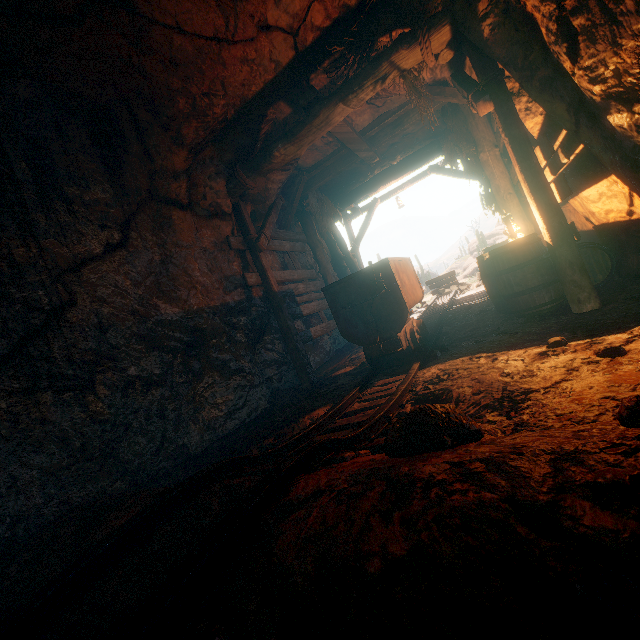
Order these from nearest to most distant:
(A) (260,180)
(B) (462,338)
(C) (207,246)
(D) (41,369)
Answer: (D) (41,369) < (B) (462,338) < (C) (207,246) < (A) (260,180)

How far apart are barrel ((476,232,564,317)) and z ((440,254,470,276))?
37.1m

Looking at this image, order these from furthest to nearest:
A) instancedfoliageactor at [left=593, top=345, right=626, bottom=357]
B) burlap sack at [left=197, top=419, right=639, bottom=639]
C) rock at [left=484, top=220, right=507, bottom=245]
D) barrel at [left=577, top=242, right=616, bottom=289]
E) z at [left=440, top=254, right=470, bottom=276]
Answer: z at [left=440, top=254, right=470, bottom=276]
rock at [left=484, top=220, right=507, bottom=245]
barrel at [left=577, top=242, right=616, bottom=289]
instancedfoliageactor at [left=593, top=345, right=626, bottom=357]
burlap sack at [left=197, top=419, right=639, bottom=639]

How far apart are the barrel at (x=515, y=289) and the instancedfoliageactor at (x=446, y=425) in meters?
3.5

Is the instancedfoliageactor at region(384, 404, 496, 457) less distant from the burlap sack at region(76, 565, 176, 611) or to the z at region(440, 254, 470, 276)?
the burlap sack at region(76, 565, 176, 611)

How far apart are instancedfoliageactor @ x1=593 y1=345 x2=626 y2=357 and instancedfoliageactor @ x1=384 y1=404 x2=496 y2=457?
1.6m

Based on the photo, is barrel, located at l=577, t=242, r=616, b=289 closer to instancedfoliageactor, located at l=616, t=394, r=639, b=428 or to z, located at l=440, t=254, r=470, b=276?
instancedfoliageactor, located at l=616, t=394, r=639, b=428

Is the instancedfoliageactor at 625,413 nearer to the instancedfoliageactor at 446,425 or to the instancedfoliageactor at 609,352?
the instancedfoliageactor at 446,425
